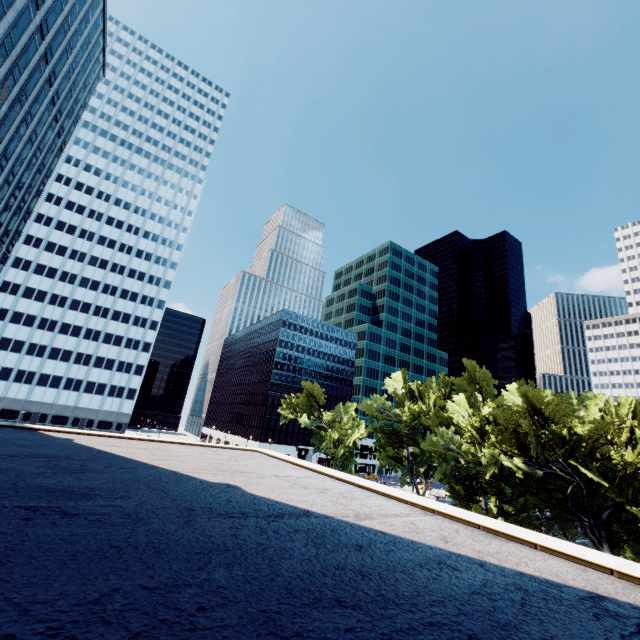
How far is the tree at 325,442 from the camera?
53.4 meters

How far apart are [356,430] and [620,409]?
35.8m

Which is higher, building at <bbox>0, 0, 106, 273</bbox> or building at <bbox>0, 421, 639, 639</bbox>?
building at <bbox>0, 0, 106, 273</bbox>

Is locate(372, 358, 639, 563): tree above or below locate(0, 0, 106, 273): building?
below

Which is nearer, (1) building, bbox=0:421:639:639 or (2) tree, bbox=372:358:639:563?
(1) building, bbox=0:421:639:639

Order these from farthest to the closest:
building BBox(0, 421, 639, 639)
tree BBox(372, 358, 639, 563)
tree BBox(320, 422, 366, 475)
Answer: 1. tree BBox(320, 422, 366, 475)
2. tree BBox(372, 358, 639, 563)
3. building BBox(0, 421, 639, 639)

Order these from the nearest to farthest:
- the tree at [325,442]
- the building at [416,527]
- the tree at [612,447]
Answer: the building at [416,527], the tree at [612,447], the tree at [325,442]
